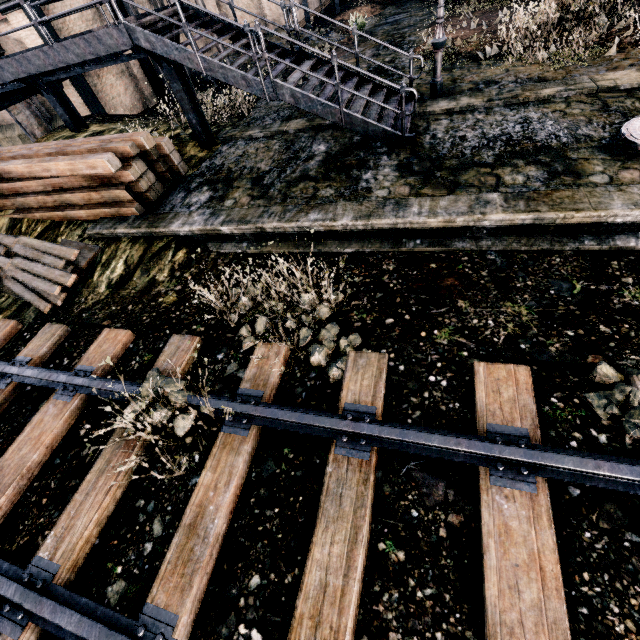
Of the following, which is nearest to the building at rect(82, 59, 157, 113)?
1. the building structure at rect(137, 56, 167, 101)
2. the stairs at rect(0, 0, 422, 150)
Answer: the building structure at rect(137, 56, 167, 101)

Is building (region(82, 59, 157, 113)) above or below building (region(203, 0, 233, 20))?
Answer: below

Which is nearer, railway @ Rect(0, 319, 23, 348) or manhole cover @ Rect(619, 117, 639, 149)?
manhole cover @ Rect(619, 117, 639, 149)

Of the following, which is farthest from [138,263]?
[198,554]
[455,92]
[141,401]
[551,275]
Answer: [455,92]

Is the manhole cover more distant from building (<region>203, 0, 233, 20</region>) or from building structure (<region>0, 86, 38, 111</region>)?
building (<region>203, 0, 233, 20</region>)

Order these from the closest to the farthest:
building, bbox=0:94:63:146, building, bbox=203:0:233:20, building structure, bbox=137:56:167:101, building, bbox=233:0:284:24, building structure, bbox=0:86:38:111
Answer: building structure, bbox=0:86:38:111 → building, bbox=0:94:63:146 → building structure, bbox=137:56:167:101 → building, bbox=233:0:284:24 → building, bbox=203:0:233:20

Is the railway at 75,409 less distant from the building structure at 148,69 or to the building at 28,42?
the building structure at 148,69

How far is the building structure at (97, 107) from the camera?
16.1 meters
